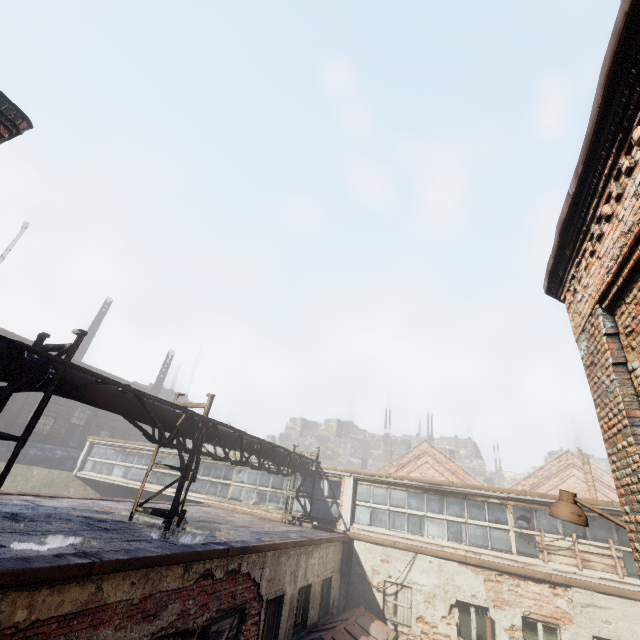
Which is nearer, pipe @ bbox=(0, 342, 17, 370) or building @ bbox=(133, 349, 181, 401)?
pipe @ bbox=(0, 342, 17, 370)

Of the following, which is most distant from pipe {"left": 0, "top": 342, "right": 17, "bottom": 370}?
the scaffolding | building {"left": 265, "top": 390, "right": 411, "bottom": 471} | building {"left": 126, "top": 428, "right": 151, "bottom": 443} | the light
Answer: building {"left": 265, "top": 390, "right": 411, "bottom": 471}

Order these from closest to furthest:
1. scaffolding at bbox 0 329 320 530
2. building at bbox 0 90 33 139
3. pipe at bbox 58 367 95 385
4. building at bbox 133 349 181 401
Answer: building at bbox 0 90 33 139
scaffolding at bbox 0 329 320 530
pipe at bbox 58 367 95 385
building at bbox 133 349 181 401

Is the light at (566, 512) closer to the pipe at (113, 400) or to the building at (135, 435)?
the pipe at (113, 400)

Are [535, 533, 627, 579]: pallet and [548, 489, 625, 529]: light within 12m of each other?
yes

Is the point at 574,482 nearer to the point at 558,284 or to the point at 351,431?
the point at 558,284

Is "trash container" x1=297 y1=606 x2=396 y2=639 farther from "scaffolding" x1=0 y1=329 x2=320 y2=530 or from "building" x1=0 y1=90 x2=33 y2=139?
"building" x1=0 y1=90 x2=33 y2=139

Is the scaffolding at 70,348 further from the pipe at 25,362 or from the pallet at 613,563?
the pallet at 613,563
